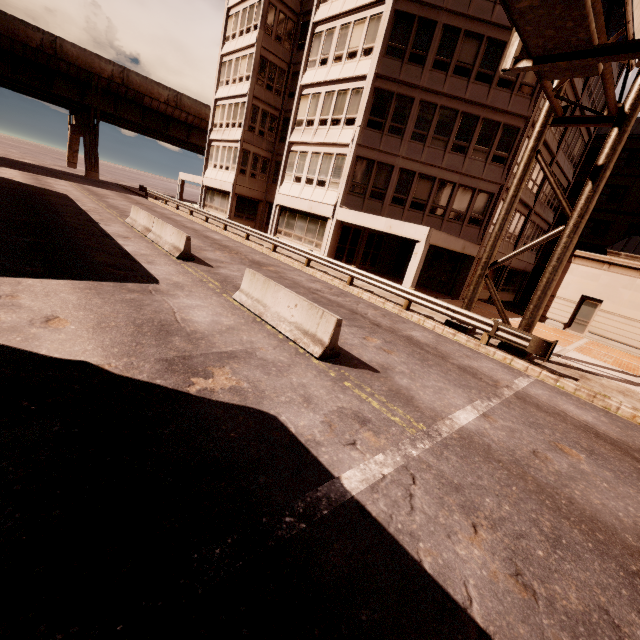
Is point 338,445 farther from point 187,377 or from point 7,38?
point 7,38

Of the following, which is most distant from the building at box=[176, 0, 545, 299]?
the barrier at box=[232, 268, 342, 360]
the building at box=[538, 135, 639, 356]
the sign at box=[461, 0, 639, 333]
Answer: the barrier at box=[232, 268, 342, 360]

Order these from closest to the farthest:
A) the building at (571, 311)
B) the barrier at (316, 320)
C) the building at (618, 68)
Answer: the barrier at (316, 320) < the building at (571, 311) < the building at (618, 68)

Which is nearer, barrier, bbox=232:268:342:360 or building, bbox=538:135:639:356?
barrier, bbox=232:268:342:360

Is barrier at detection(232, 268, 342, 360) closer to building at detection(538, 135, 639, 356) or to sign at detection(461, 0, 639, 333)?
sign at detection(461, 0, 639, 333)

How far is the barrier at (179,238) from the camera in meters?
12.9

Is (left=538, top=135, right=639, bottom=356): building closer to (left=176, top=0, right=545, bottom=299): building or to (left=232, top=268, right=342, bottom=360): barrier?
(left=176, top=0, right=545, bottom=299): building
